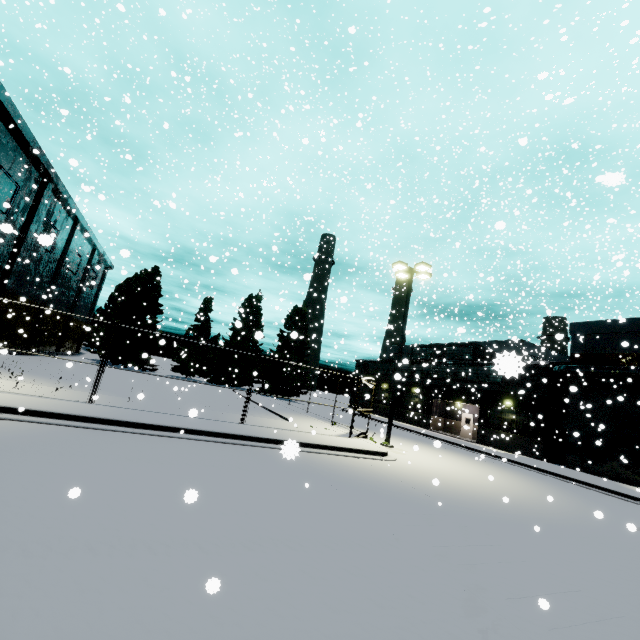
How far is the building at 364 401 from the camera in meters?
46.6

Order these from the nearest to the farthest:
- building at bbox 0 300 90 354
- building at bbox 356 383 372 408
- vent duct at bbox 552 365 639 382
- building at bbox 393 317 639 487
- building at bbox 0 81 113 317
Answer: vent duct at bbox 552 365 639 382 → building at bbox 393 317 639 487 → building at bbox 0 81 113 317 → building at bbox 0 300 90 354 → building at bbox 356 383 372 408

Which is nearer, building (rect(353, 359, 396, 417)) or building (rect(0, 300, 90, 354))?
building (rect(0, 300, 90, 354))

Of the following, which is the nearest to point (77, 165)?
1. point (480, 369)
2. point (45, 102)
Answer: point (480, 369)

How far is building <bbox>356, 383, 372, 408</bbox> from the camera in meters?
46.6

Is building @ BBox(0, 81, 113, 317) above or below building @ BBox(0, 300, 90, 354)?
above

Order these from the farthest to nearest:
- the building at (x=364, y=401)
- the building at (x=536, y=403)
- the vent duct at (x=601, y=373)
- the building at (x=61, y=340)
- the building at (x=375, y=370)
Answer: the building at (x=364, y=401) → the building at (x=375, y=370) → the building at (x=61, y=340) → the building at (x=536, y=403) → the vent duct at (x=601, y=373)
